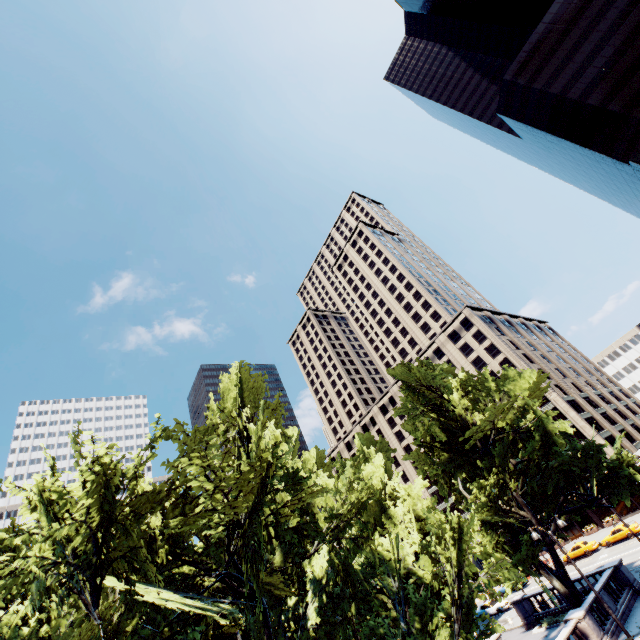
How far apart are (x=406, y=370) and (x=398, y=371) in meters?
1.1

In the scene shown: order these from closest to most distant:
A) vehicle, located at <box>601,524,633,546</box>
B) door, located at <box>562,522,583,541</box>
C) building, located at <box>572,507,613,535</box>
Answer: vehicle, located at <box>601,524,633,546</box> < building, located at <box>572,507,613,535</box> < door, located at <box>562,522,583,541</box>

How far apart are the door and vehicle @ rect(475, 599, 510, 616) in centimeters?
2488cm

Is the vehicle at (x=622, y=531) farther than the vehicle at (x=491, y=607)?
Yes

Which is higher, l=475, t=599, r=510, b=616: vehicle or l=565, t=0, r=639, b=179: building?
l=565, t=0, r=639, b=179: building

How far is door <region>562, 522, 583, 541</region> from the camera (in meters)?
55.19

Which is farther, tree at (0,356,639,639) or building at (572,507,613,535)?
building at (572,507,613,535)

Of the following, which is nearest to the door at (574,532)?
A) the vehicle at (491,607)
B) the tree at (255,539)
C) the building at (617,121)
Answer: the vehicle at (491,607)
